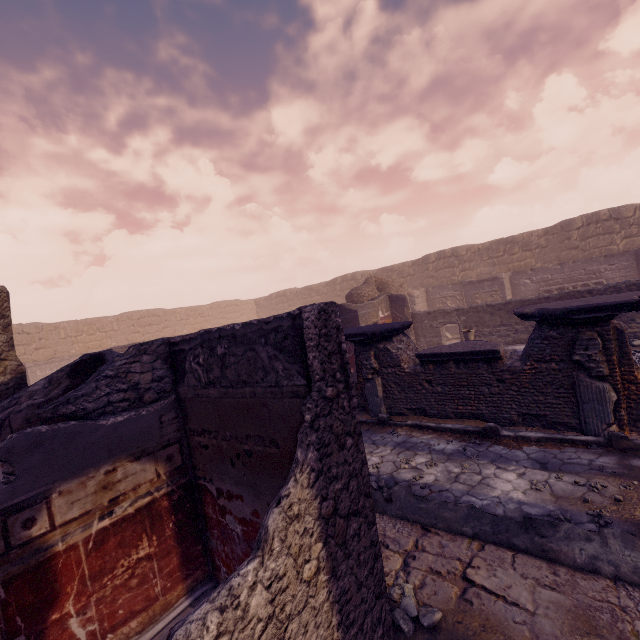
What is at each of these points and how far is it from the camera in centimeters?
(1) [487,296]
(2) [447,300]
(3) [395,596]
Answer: (1) relief sculpture, 1642cm
(2) relief sculpture, 1927cm
(3) stone, 303cm

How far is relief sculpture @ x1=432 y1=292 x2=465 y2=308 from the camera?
18.8m

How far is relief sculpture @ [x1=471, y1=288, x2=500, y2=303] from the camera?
16.2m

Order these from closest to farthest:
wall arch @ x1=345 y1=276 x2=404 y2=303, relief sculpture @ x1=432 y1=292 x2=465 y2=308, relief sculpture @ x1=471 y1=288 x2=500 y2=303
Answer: wall arch @ x1=345 y1=276 x2=404 y2=303, relief sculpture @ x1=471 y1=288 x2=500 y2=303, relief sculpture @ x1=432 y1=292 x2=465 y2=308

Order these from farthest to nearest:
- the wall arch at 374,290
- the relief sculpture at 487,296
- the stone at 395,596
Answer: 1. the relief sculpture at 487,296
2. the wall arch at 374,290
3. the stone at 395,596

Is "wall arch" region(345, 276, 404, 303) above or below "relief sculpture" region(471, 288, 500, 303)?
above

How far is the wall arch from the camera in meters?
15.4 m

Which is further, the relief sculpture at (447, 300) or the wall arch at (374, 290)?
the relief sculpture at (447, 300)
